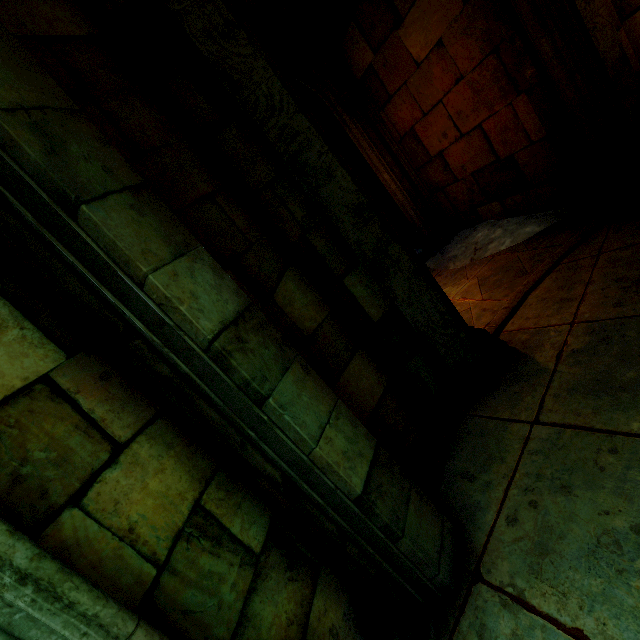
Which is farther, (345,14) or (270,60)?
(345,14)
